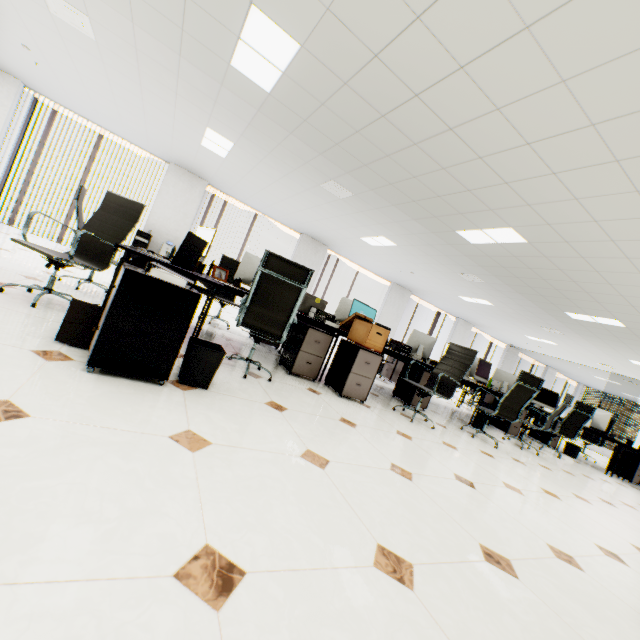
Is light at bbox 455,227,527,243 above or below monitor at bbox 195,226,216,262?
above

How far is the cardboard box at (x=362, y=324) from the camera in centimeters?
383cm

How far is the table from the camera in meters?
2.3

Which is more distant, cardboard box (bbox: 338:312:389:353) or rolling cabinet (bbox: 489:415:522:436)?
rolling cabinet (bbox: 489:415:522:436)

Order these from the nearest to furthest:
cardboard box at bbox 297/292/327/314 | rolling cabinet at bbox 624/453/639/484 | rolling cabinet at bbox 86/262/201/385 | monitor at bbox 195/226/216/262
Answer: rolling cabinet at bbox 86/262/201/385 < monitor at bbox 195/226/216/262 < cardboard box at bbox 297/292/327/314 < rolling cabinet at bbox 624/453/639/484

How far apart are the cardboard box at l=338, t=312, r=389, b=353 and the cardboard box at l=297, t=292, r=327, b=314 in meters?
0.5

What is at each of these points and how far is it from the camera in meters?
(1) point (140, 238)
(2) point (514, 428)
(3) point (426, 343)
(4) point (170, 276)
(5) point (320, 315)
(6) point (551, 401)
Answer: (1) water cooler, 7.8
(2) rolling cabinet, 6.5
(3) monitor, 6.2
(4) binder, 2.0
(5) binder, 4.2
(6) monitor, 7.7

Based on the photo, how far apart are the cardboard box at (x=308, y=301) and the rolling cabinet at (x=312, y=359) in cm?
46
